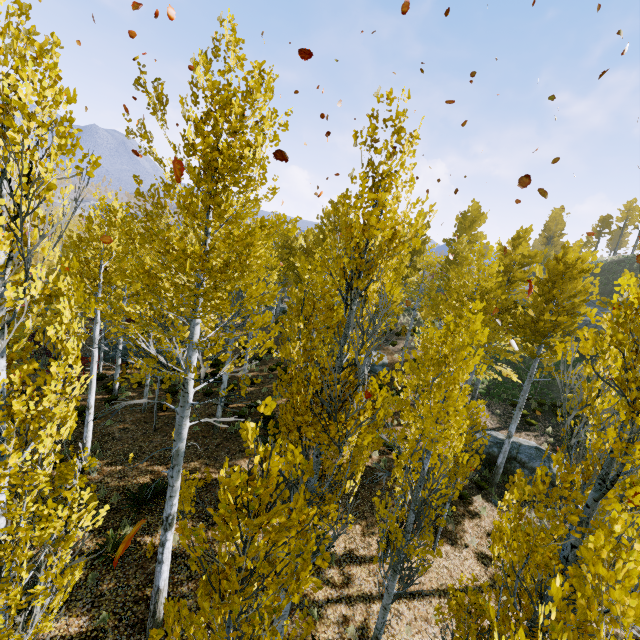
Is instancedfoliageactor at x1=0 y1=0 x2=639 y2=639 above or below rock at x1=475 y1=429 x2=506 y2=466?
above

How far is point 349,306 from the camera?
18.52m

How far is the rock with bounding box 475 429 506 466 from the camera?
15.4m

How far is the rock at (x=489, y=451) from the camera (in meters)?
15.42

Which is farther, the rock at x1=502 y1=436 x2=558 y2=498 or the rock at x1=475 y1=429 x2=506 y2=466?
the rock at x1=475 y1=429 x2=506 y2=466

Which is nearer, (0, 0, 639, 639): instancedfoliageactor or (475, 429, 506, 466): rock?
(0, 0, 639, 639): instancedfoliageactor
